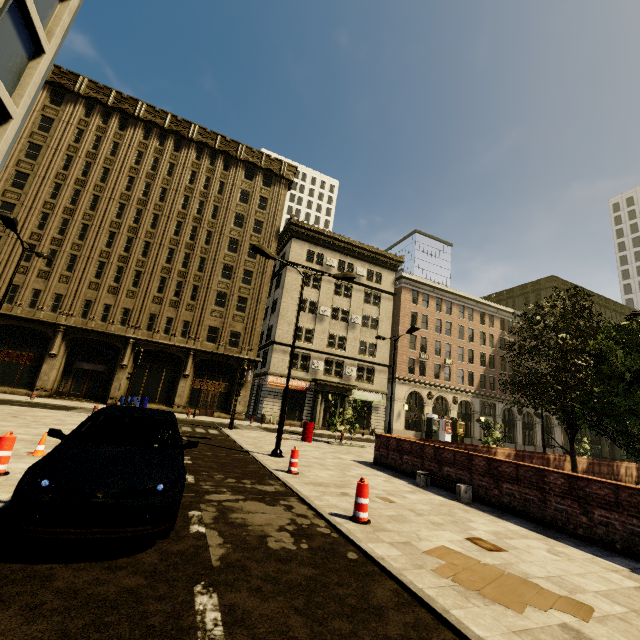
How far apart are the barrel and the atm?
24.5m

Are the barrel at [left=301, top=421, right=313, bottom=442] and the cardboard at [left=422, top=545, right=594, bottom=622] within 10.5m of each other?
no

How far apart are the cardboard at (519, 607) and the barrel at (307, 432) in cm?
1420

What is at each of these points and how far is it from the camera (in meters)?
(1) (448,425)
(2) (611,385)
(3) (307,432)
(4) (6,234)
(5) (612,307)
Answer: (1) atm, 38.12
(2) tree, 10.33
(3) barrel, 18.72
(4) building, 25.84
(5) building, 59.75

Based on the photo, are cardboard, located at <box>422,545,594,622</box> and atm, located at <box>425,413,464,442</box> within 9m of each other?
no

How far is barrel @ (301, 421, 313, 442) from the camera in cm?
1864

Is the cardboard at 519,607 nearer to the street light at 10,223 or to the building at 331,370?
the building at 331,370

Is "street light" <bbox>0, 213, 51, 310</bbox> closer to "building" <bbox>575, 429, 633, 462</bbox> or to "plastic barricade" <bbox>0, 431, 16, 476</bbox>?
"building" <bbox>575, 429, 633, 462</bbox>
